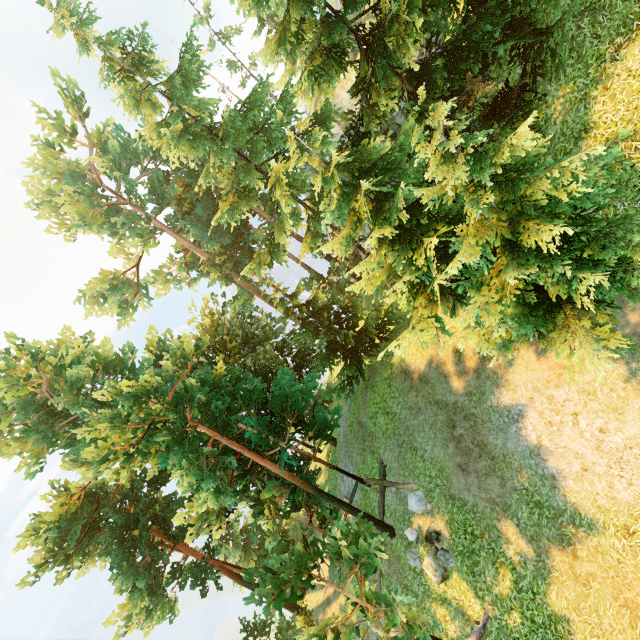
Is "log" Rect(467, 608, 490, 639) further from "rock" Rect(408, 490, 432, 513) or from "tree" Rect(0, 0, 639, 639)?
"rock" Rect(408, 490, 432, 513)

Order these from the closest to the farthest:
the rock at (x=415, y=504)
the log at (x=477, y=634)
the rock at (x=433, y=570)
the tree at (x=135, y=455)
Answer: the tree at (x=135, y=455)
the log at (x=477, y=634)
the rock at (x=433, y=570)
the rock at (x=415, y=504)

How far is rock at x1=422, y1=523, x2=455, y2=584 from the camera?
12.18m

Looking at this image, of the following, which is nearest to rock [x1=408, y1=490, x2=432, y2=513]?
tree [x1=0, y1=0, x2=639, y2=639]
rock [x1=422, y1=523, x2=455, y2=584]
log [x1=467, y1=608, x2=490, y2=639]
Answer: rock [x1=422, y1=523, x2=455, y2=584]

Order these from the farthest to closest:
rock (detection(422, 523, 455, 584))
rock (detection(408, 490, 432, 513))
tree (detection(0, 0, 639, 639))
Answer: rock (detection(408, 490, 432, 513)) < rock (detection(422, 523, 455, 584)) < tree (detection(0, 0, 639, 639))

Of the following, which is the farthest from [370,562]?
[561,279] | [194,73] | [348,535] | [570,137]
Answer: [194,73]

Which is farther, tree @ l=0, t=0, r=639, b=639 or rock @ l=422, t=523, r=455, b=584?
rock @ l=422, t=523, r=455, b=584

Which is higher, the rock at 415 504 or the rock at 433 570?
the rock at 415 504
